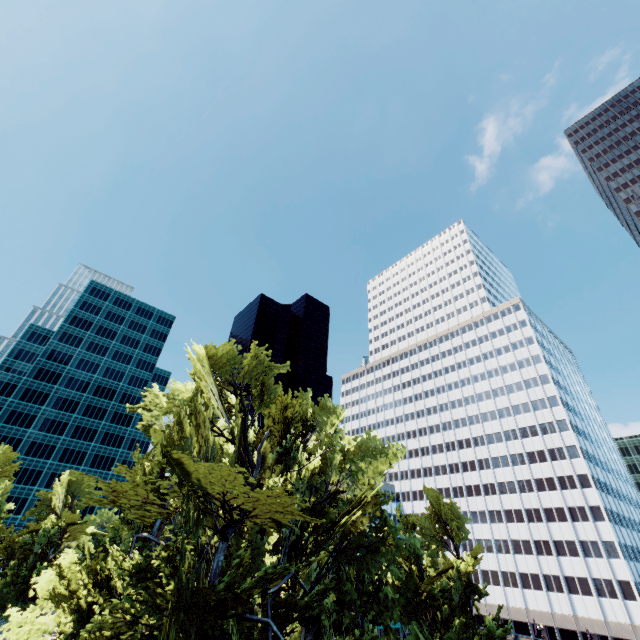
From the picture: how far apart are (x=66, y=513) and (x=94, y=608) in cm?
3903

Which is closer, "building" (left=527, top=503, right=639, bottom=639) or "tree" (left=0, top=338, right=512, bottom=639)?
"tree" (left=0, top=338, right=512, bottom=639)

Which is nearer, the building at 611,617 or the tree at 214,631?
the tree at 214,631
